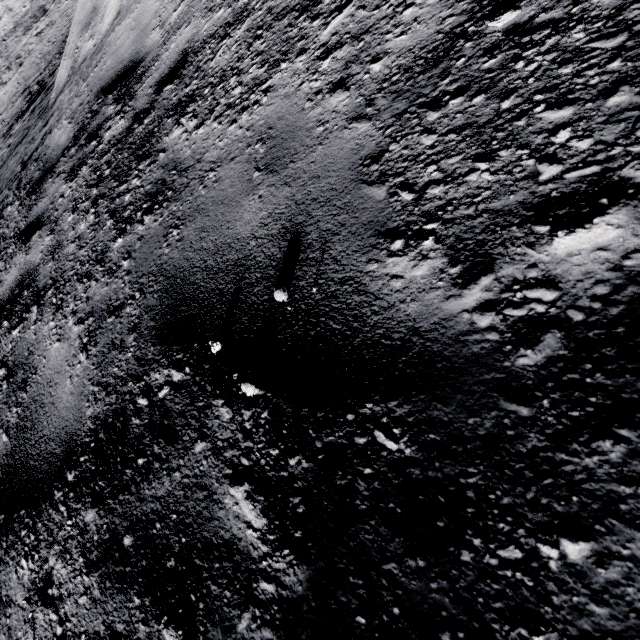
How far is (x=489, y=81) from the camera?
1.0m
